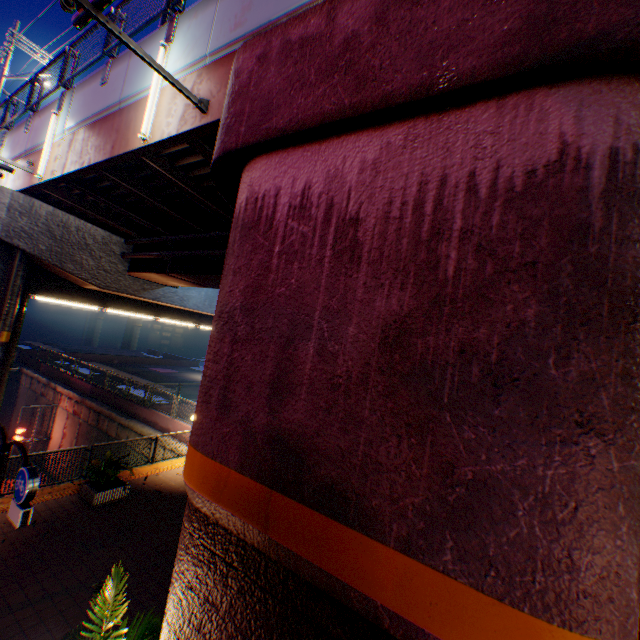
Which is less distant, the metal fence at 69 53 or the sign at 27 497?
the sign at 27 497

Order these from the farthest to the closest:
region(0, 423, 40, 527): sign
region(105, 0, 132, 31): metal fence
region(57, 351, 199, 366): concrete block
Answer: region(57, 351, 199, 366): concrete block < region(105, 0, 132, 31): metal fence < region(0, 423, 40, 527): sign

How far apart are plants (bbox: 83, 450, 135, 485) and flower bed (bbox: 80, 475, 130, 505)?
0.04m

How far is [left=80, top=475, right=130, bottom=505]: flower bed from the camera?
10.02m

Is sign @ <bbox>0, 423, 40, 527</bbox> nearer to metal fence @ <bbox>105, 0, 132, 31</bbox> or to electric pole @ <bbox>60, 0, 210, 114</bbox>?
metal fence @ <bbox>105, 0, 132, 31</bbox>

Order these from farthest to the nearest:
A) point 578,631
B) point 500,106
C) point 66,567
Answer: point 66,567
point 500,106
point 578,631

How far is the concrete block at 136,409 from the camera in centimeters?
1750cm

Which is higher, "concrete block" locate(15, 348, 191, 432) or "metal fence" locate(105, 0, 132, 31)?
"metal fence" locate(105, 0, 132, 31)
